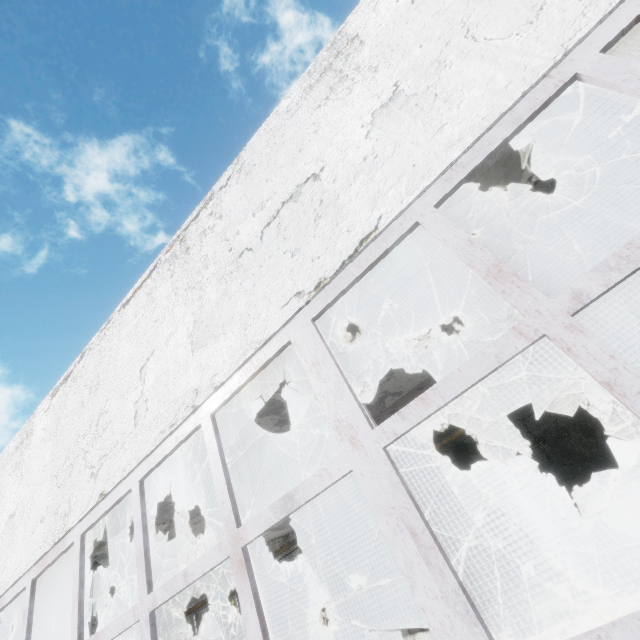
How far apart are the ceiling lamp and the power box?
5.94m

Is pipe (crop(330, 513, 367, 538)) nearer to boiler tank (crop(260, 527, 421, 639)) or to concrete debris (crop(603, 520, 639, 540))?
concrete debris (crop(603, 520, 639, 540))

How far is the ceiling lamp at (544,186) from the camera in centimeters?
535cm

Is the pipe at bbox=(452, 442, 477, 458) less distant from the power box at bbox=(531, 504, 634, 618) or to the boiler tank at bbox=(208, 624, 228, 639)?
the power box at bbox=(531, 504, 634, 618)

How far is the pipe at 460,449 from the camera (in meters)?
13.98

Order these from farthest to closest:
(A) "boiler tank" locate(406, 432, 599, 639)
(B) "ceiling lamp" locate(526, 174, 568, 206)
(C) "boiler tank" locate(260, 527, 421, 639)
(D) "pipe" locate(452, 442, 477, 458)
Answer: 1. (D) "pipe" locate(452, 442, 477, 458)
2. (C) "boiler tank" locate(260, 527, 421, 639)
3. (A) "boiler tank" locate(406, 432, 599, 639)
4. (B) "ceiling lamp" locate(526, 174, 568, 206)

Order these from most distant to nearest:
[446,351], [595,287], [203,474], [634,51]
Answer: [446,351] < [203,474] < [634,51] < [595,287]

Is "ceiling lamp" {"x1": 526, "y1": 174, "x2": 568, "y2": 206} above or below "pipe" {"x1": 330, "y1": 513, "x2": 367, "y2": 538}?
above
